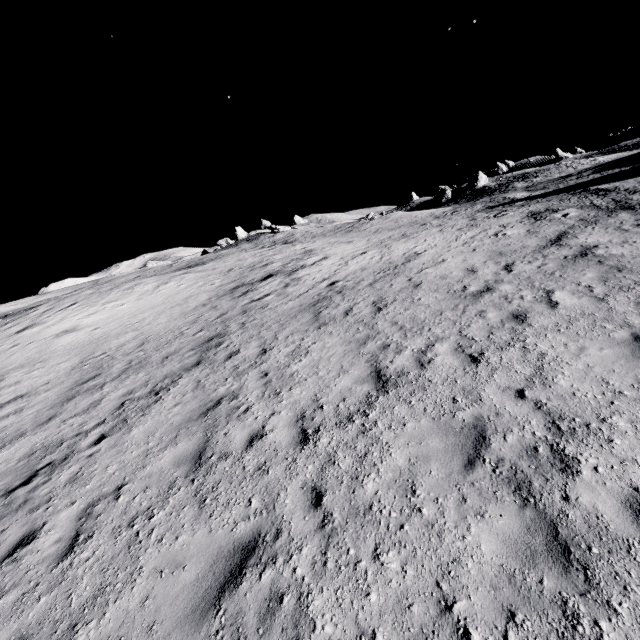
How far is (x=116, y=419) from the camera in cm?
827
